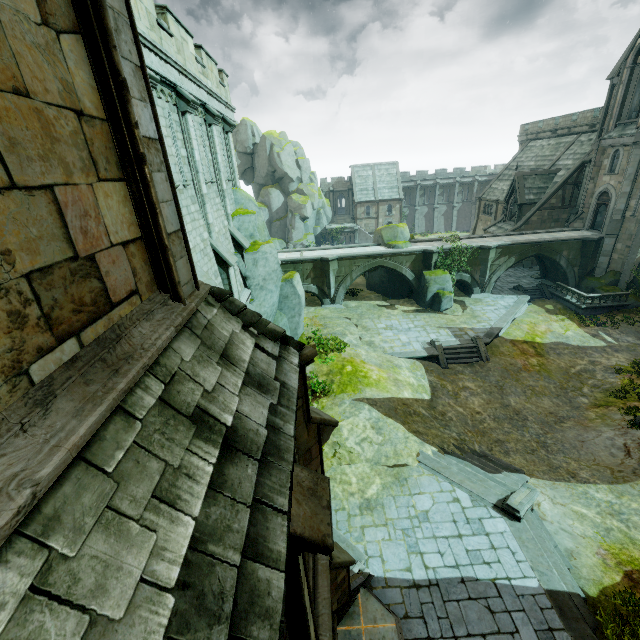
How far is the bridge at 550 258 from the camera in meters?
28.9

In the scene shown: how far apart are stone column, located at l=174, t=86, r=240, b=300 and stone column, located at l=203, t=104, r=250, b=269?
2.02m

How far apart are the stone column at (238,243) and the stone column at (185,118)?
2.02m

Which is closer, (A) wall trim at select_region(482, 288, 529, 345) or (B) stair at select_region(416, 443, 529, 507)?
(B) stair at select_region(416, 443, 529, 507)

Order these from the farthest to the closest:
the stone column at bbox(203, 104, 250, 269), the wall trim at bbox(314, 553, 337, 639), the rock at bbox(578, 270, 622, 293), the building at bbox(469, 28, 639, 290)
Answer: the rock at bbox(578, 270, 622, 293) < the building at bbox(469, 28, 639, 290) < the stone column at bbox(203, 104, 250, 269) < the wall trim at bbox(314, 553, 337, 639)

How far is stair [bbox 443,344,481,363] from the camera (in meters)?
22.36

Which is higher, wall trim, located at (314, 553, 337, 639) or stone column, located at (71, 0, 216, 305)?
stone column, located at (71, 0, 216, 305)

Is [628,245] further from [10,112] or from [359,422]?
[10,112]
